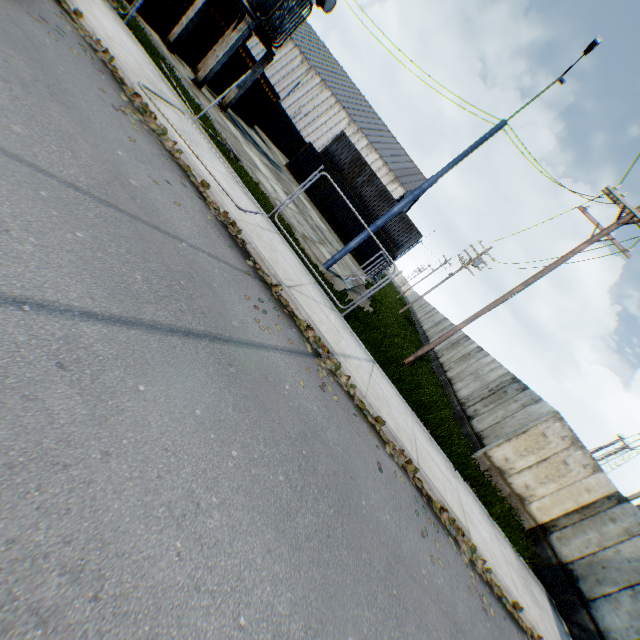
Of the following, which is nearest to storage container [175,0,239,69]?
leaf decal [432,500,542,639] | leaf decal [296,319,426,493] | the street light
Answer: leaf decal [296,319,426,493]

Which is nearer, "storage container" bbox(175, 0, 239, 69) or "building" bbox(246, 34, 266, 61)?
"storage container" bbox(175, 0, 239, 69)

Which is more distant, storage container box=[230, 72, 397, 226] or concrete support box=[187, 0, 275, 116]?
storage container box=[230, 72, 397, 226]

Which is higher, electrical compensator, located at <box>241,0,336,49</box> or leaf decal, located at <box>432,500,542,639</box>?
electrical compensator, located at <box>241,0,336,49</box>

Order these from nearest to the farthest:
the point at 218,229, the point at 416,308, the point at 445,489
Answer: the point at 218,229
the point at 445,489
the point at 416,308

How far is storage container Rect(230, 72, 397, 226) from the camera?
22.2m

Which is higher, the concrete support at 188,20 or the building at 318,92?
the building at 318,92

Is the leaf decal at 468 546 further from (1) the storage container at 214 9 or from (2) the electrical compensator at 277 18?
(1) the storage container at 214 9
